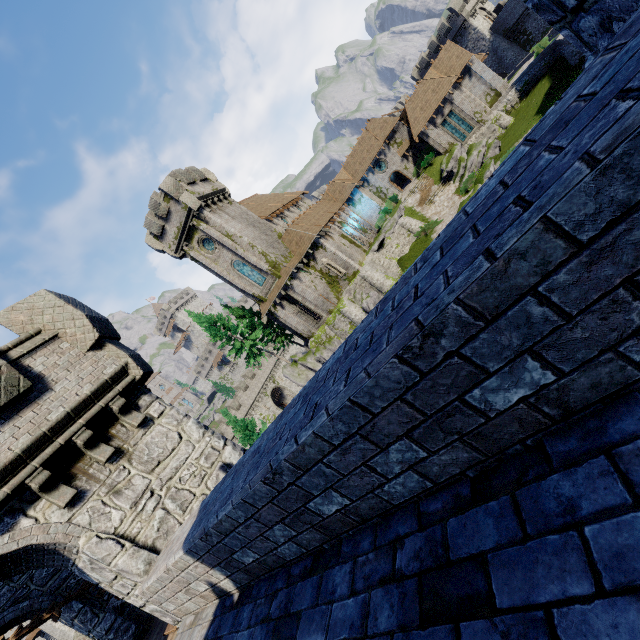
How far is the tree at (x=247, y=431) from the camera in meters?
28.6

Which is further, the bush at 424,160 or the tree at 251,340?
the bush at 424,160

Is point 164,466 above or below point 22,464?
below

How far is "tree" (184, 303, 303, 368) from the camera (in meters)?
35.72

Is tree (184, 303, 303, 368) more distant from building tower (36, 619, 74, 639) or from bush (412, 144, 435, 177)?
bush (412, 144, 435, 177)

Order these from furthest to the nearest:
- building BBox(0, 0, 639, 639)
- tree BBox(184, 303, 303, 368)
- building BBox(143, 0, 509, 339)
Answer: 1. tree BBox(184, 303, 303, 368)
2. building BBox(143, 0, 509, 339)
3. building BBox(0, 0, 639, 639)

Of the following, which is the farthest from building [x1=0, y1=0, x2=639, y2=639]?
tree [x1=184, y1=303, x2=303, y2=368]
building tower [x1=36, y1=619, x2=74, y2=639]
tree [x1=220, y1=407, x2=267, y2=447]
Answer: building tower [x1=36, y1=619, x2=74, y2=639]

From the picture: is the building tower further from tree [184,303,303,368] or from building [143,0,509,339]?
building [143,0,509,339]
